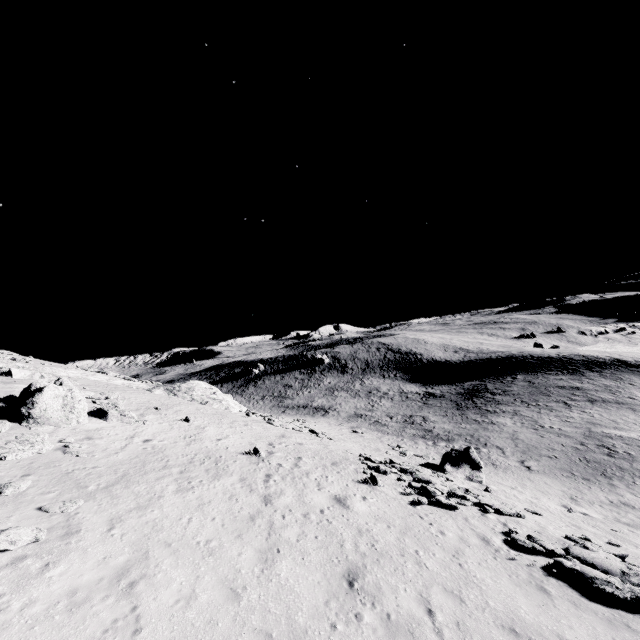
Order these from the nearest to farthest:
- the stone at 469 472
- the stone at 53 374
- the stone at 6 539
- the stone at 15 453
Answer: the stone at 6 539
the stone at 15 453
the stone at 469 472
the stone at 53 374

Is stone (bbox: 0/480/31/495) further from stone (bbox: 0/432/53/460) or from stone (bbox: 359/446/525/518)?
stone (bbox: 359/446/525/518)

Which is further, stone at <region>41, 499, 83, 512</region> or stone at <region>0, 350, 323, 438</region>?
stone at <region>0, 350, 323, 438</region>

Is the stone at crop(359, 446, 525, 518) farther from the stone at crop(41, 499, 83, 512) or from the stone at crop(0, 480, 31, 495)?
the stone at crop(0, 480, 31, 495)

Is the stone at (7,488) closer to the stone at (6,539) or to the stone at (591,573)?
the stone at (6,539)

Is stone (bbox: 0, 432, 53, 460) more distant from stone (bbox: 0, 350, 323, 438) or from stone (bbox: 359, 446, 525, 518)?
stone (bbox: 359, 446, 525, 518)

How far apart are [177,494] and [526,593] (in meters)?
12.13

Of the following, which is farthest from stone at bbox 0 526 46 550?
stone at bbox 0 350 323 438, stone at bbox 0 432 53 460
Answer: stone at bbox 0 350 323 438
